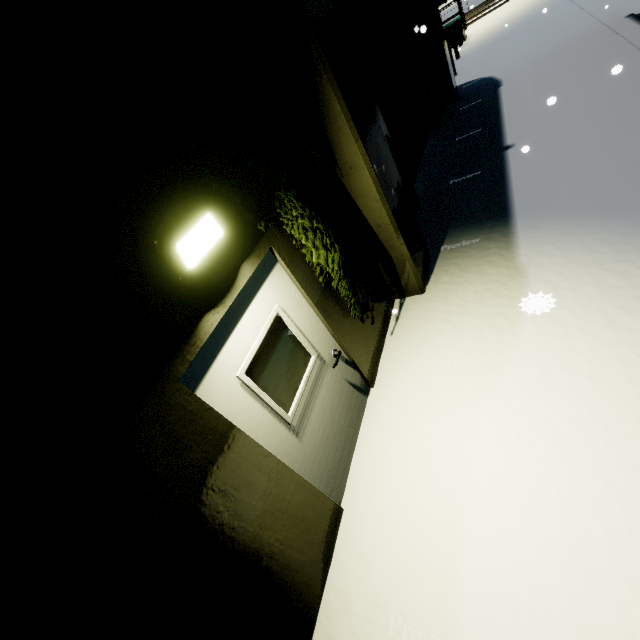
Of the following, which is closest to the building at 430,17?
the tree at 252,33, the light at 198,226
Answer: the tree at 252,33

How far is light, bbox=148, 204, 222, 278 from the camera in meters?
2.0 m

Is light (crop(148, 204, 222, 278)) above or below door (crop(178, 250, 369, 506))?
above

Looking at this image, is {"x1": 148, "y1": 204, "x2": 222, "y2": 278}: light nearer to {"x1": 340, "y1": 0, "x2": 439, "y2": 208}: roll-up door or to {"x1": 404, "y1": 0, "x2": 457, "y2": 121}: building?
{"x1": 404, "y1": 0, "x2": 457, "y2": 121}: building

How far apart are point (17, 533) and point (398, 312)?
4.6 meters

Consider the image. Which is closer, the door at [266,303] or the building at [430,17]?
the door at [266,303]

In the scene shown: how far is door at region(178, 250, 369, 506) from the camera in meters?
2.5
